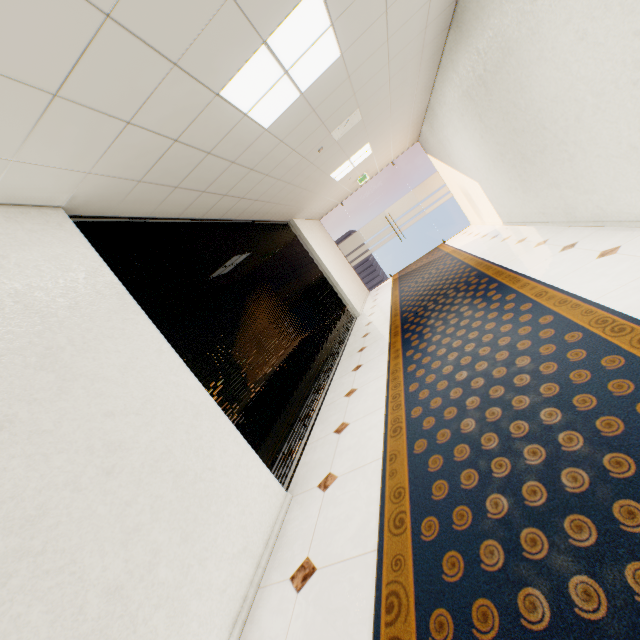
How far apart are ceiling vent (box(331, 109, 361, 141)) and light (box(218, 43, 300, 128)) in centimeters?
152cm

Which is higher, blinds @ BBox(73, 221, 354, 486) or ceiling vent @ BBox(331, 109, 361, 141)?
ceiling vent @ BBox(331, 109, 361, 141)

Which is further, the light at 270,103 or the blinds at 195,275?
the blinds at 195,275

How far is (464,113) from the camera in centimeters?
528cm

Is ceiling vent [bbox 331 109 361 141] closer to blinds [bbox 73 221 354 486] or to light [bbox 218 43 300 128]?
light [bbox 218 43 300 128]

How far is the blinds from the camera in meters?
3.0

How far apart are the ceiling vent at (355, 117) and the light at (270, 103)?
1.52m

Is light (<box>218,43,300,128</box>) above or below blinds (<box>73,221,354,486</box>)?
above
